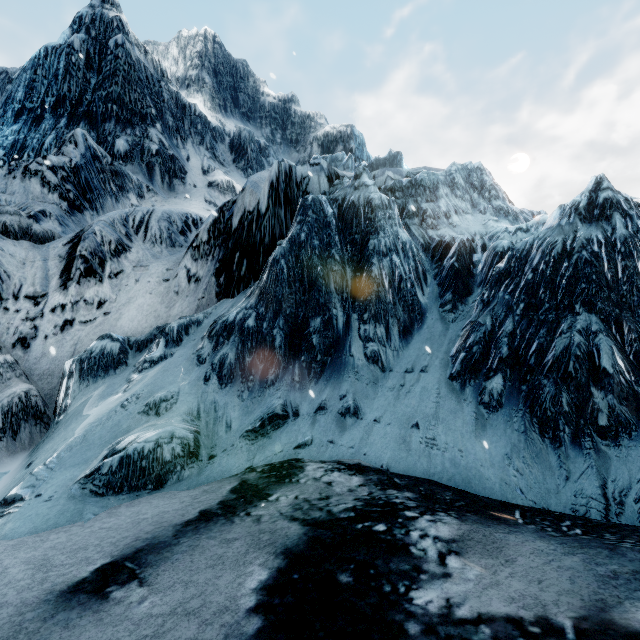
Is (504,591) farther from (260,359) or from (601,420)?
(260,359)
